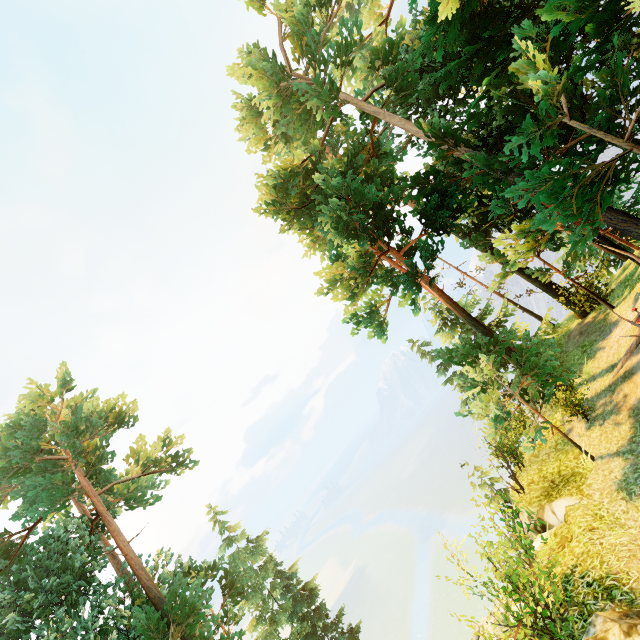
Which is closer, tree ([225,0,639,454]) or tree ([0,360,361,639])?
tree ([225,0,639,454])

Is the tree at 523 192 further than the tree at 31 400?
No

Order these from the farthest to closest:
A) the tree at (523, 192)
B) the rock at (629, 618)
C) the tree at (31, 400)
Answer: the tree at (31, 400) → the tree at (523, 192) → the rock at (629, 618)

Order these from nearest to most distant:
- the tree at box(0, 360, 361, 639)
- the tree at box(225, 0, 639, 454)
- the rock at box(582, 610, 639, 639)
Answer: the rock at box(582, 610, 639, 639) < the tree at box(225, 0, 639, 454) < the tree at box(0, 360, 361, 639)

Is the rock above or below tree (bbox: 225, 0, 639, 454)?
below

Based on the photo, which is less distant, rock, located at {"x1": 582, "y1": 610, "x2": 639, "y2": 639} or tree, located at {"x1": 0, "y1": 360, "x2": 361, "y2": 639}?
rock, located at {"x1": 582, "y1": 610, "x2": 639, "y2": 639}

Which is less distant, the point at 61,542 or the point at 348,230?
the point at 348,230
